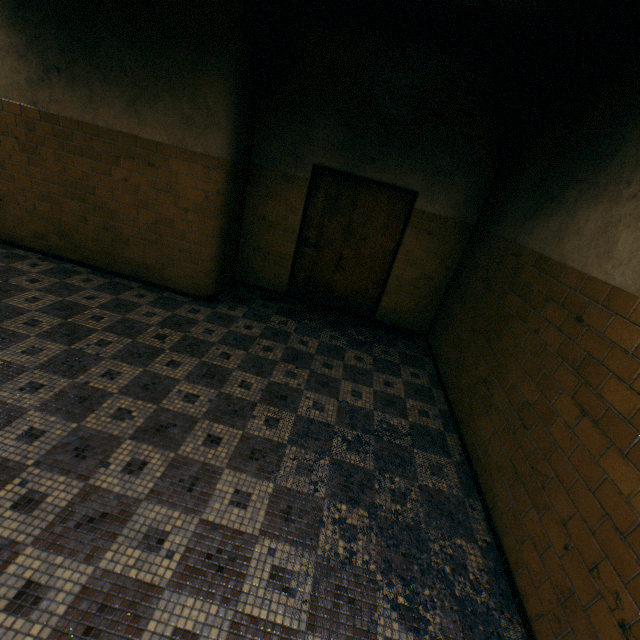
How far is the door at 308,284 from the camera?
4.9m

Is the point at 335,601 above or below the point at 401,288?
below

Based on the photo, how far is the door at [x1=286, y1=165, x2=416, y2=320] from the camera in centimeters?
488cm
